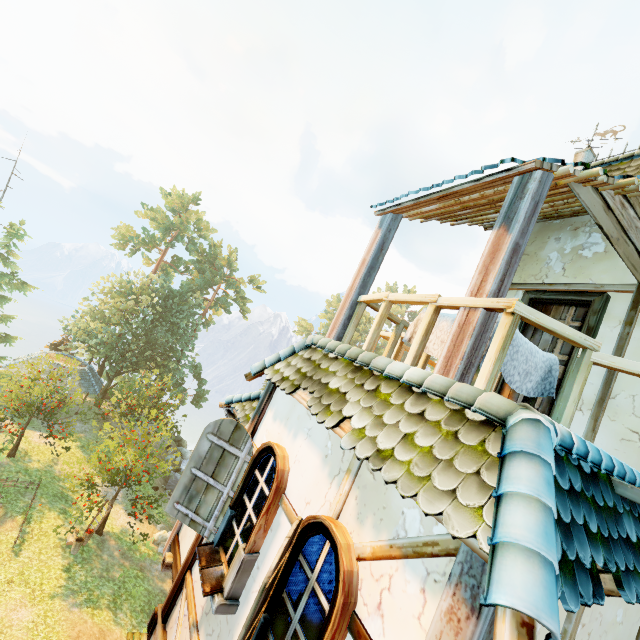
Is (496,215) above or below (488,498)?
above

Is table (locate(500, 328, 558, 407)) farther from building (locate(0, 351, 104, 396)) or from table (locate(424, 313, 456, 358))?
building (locate(0, 351, 104, 396))

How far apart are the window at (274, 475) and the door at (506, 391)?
3.72m

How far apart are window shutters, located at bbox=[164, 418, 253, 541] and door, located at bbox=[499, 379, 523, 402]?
4.0 meters

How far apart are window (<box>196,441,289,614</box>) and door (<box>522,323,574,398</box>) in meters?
3.7 m

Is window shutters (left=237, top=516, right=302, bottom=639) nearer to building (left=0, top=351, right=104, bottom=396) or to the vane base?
the vane base

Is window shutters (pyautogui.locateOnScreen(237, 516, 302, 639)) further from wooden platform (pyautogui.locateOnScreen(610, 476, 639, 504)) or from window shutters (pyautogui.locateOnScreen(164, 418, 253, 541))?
wooden platform (pyautogui.locateOnScreen(610, 476, 639, 504))

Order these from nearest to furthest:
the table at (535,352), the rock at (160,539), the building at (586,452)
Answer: the building at (586,452)
the table at (535,352)
the rock at (160,539)
